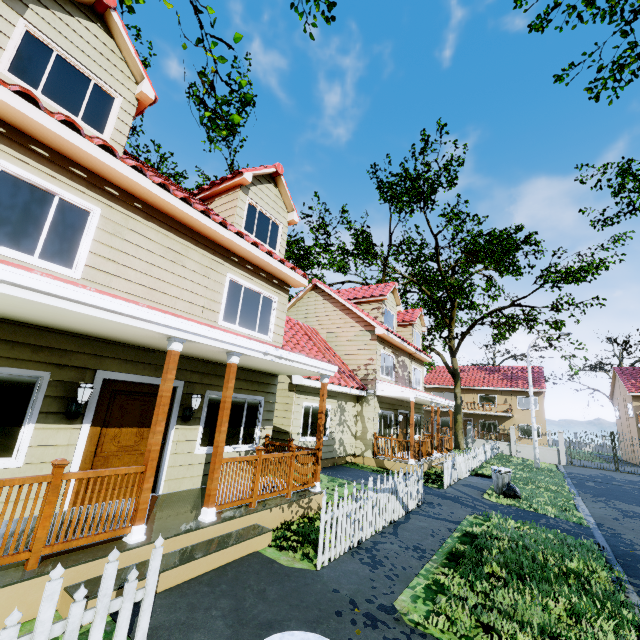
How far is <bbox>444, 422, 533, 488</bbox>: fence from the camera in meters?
12.6 m

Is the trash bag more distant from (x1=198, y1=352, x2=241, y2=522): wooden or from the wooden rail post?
the wooden rail post

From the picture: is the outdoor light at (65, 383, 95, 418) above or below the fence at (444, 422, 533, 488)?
above

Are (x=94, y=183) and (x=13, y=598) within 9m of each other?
yes

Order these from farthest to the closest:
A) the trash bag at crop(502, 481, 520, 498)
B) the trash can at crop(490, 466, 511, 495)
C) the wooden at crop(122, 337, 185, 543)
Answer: the trash can at crop(490, 466, 511, 495) < the trash bag at crop(502, 481, 520, 498) < the wooden at crop(122, 337, 185, 543)

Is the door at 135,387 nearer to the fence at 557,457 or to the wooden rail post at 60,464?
the wooden rail post at 60,464

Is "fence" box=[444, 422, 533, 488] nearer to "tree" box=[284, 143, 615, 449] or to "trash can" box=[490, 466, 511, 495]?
"tree" box=[284, 143, 615, 449]

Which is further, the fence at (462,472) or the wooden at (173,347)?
the fence at (462,472)
